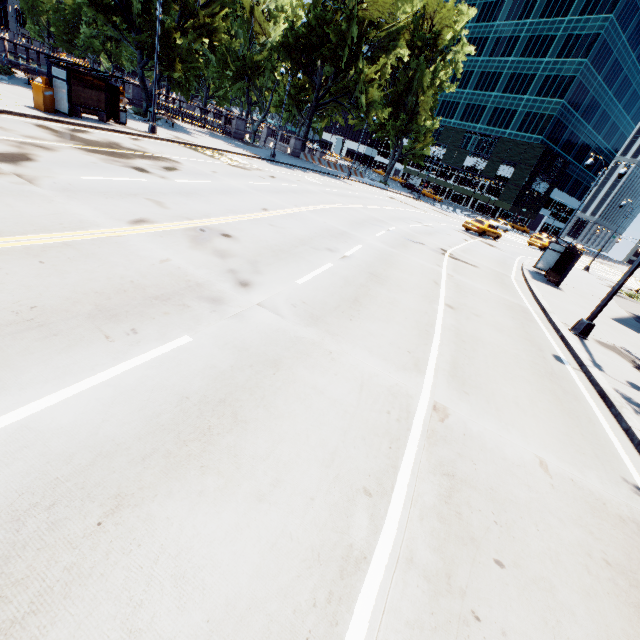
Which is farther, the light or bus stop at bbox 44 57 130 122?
bus stop at bbox 44 57 130 122

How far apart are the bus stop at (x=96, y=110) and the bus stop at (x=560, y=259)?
25.5m

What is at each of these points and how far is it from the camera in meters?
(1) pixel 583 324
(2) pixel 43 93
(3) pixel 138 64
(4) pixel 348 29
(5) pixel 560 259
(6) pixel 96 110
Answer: (1) light, 11.1 m
(2) box, 15.1 m
(3) tree, 24.5 m
(4) tree, 32.0 m
(5) bus stop, 18.8 m
(6) bus stop, 17.6 m

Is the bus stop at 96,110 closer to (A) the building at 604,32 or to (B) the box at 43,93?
(B) the box at 43,93

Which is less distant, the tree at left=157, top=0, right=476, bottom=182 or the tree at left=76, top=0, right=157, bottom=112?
the tree at left=76, top=0, right=157, bottom=112

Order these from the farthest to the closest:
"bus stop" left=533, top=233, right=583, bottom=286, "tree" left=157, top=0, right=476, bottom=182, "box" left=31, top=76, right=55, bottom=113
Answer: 1. "tree" left=157, top=0, right=476, bottom=182
2. "bus stop" left=533, top=233, right=583, bottom=286
3. "box" left=31, top=76, right=55, bottom=113

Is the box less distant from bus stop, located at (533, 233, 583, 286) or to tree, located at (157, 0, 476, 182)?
tree, located at (157, 0, 476, 182)

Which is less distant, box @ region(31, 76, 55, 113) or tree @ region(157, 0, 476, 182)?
box @ region(31, 76, 55, 113)
